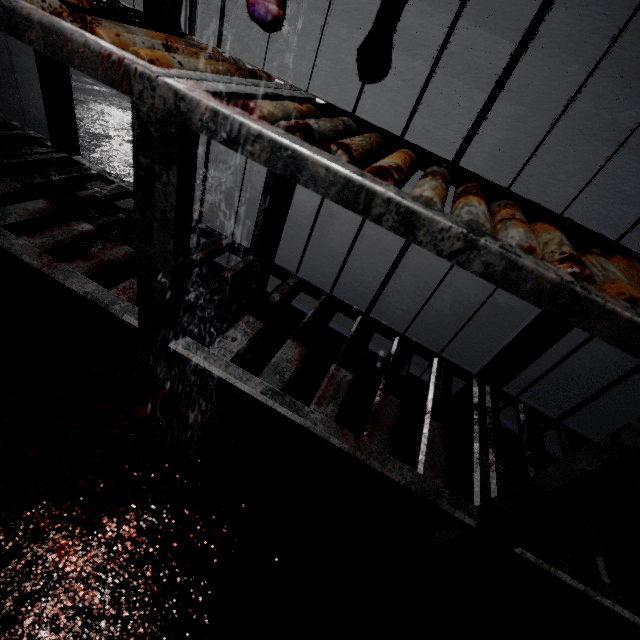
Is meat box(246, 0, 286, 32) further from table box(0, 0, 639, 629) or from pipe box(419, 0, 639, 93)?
pipe box(419, 0, 639, 93)

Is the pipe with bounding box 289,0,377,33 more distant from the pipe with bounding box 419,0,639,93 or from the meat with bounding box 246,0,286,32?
the meat with bounding box 246,0,286,32

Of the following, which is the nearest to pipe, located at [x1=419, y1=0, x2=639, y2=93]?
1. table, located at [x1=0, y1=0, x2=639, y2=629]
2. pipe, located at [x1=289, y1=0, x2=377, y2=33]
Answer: pipe, located at [x1=289, y1=0, x2=377, y2=33]

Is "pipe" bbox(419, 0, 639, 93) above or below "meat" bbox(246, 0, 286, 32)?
above

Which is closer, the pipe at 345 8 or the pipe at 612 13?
the pipe at 612 13

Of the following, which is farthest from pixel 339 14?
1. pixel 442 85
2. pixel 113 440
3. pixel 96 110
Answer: pixel 113 440

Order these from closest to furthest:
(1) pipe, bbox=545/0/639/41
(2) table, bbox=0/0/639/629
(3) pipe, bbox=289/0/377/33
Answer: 1. (2) table, bbox=0/0/639/629
2. (1) pipe, bbox=545/0/639/41
3. (3) pipe, bbox=289/0/377/33

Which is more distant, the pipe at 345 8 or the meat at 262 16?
the pipe at 345 8
